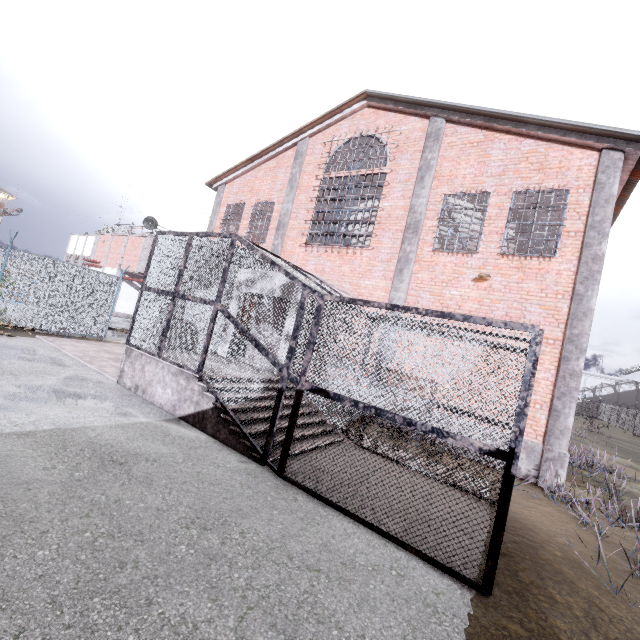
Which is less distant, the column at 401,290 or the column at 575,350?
the column at 575,350

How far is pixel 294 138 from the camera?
14.68m

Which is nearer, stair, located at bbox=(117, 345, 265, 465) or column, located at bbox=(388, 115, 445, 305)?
stair, located at bbox=(117, 345, 265, 465)

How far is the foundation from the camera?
8.2 meters

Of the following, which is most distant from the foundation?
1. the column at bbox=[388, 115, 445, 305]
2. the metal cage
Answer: the metal cage

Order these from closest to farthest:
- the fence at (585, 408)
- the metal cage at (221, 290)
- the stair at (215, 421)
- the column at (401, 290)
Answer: the metal cage at (221, 290) → the stair at (215, 421) → the column at (401, 290) → the fence at (585, 408)

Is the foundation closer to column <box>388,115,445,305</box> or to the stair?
column <box>388,115,445,305</box>

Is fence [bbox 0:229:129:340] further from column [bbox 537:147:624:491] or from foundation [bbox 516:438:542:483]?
foundation [bbox 516:438:542:483]
